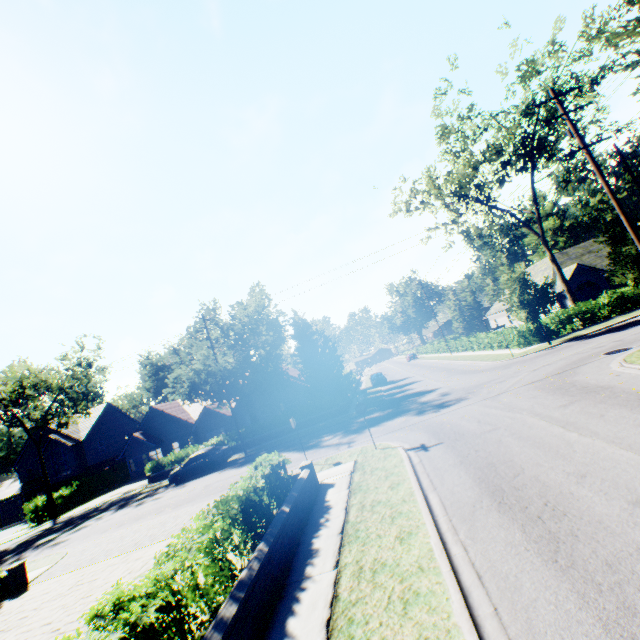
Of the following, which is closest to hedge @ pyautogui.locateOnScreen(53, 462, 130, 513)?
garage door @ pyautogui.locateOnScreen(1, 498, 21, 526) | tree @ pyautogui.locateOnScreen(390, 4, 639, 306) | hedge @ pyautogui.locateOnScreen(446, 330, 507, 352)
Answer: tree @ pyautogui.locateOnScreen(390, 4, 639, 306)

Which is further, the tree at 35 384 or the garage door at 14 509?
the garage door at 14 509

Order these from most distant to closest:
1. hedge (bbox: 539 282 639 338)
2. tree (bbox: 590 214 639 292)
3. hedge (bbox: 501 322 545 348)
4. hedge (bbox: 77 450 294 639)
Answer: hedge (bbox: 501 322 545 348)
hedge (bbox: 539 282 639 338)
tree (bbox: 590 214 639 292)
hedge (bbox: 77 450 294 639)

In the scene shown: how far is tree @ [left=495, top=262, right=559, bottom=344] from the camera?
22.83m

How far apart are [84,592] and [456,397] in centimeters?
1761cm

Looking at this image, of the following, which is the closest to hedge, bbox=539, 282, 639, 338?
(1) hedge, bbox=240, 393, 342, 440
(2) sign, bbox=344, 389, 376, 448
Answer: (1) hedge, bbox=240, 393, 342, 440

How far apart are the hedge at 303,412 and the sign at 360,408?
14.9 meters
